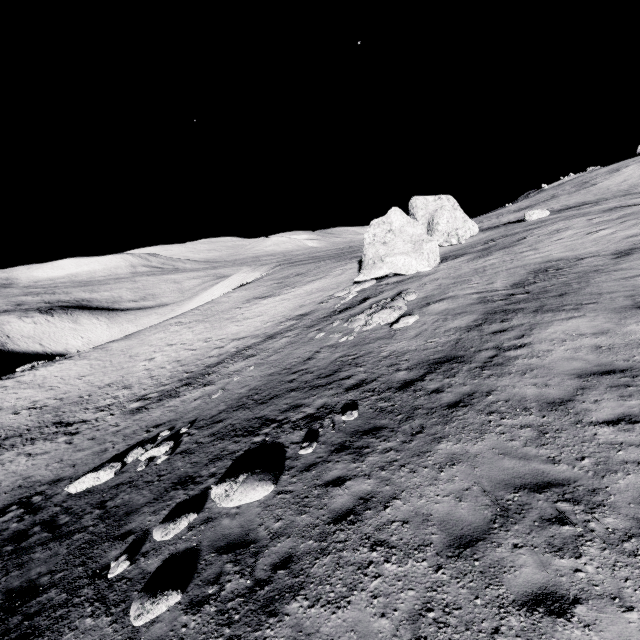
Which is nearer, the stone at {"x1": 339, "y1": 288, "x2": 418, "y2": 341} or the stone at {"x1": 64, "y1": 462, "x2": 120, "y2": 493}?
the stone at {"x1": 64, "y1": 462, "x2": 120, "y2": 493}

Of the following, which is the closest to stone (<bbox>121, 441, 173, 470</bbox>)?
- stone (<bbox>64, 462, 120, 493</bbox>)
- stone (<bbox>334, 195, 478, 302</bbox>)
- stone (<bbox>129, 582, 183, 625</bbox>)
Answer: stone (<bbox>64, 462, 120, 493</bbox>)

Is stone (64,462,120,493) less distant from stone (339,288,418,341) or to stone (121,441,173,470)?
stone (121,441,173,470)

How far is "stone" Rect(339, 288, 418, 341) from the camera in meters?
17.2

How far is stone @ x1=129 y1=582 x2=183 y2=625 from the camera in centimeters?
561cm

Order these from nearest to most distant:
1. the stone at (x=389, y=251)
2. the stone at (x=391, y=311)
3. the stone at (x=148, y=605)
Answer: the stone at (x=148, y=605) → the stone at (x=391, y=311) → the stone at (x=389, y=251)

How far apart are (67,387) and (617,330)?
41.8 meters

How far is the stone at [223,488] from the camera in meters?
7.7
